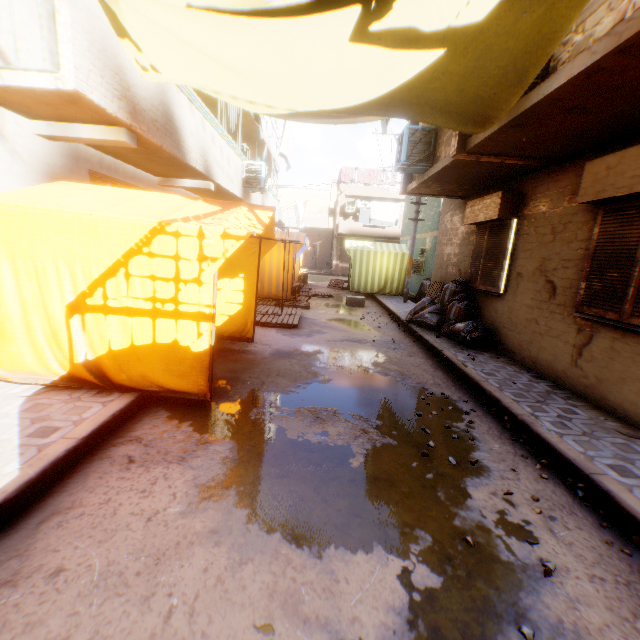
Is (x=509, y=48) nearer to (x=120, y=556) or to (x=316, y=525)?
(x=316, y=525)

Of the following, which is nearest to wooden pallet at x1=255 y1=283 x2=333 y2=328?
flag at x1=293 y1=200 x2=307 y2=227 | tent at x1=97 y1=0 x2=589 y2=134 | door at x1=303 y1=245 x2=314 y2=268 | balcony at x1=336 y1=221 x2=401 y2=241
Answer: tent at x1=97 y1=0 x2=589 y2=134

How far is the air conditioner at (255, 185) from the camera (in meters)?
10.59

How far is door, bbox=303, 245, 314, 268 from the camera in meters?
32.8

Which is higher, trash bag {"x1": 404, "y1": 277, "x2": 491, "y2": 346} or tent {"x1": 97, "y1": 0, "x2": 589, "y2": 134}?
tent {"x1": 97, "y1": 0, "x2": 589, "y2": 134}

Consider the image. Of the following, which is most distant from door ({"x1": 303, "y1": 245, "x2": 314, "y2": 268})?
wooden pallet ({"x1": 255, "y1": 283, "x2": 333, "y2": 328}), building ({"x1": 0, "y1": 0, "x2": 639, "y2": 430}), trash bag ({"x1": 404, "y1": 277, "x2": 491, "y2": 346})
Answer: trash bag ({"x1": 404, "y1": 277, "x2": 491, "y2": 346})

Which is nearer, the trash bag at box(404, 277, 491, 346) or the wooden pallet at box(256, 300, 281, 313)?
the trash bag at box(404, 277, 491, 346)

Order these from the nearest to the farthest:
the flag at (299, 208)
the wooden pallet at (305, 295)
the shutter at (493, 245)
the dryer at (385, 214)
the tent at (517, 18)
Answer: the tent at (517, 18)
the shutter at (493, 245)
the wooden pallet at (305, 295)
the flag at (299, 208)
the dryer at (385, 214)
